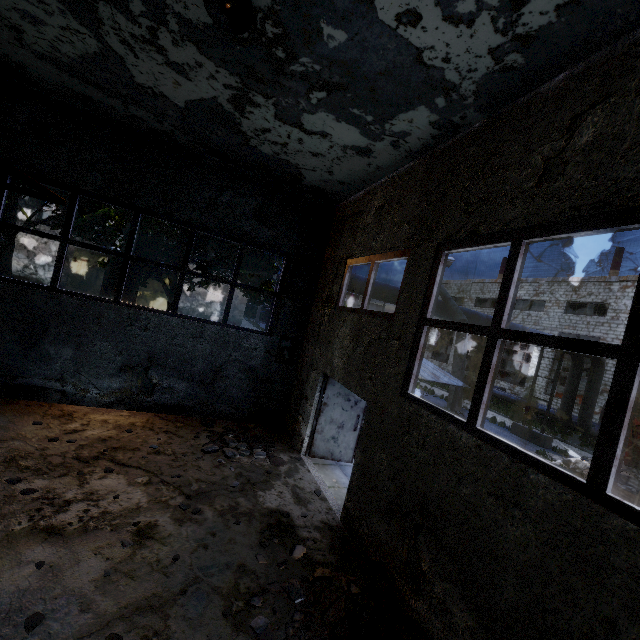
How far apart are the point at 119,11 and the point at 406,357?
6.35m

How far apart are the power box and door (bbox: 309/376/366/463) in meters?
1.8

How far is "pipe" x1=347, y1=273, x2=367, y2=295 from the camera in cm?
1108

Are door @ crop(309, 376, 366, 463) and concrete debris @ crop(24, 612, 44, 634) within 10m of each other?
yes

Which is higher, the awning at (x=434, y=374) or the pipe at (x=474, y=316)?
the pipe at (x=474, y=316)

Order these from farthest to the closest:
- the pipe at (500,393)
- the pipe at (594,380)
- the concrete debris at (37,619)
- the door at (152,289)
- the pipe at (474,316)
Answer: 1. the door at (152,289)
2. the pipe at (500,393)
3. the pipe at (594,380)
4. the pipe at (474,316)
5. the concrete debris at (37,619)

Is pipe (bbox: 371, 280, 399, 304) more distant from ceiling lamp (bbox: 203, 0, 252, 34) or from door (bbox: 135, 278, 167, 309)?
door (bbox: 135, 278, 167, 309)

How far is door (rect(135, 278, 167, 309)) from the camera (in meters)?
28.06
